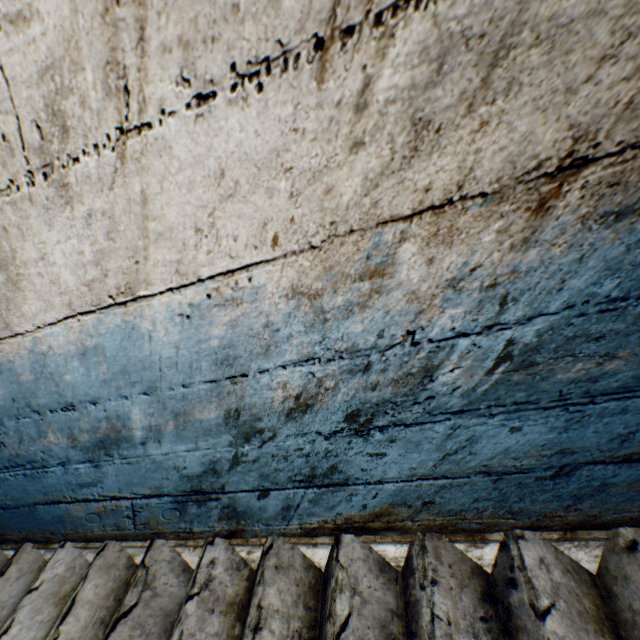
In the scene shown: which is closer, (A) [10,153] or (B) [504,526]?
(A) [10,153]
